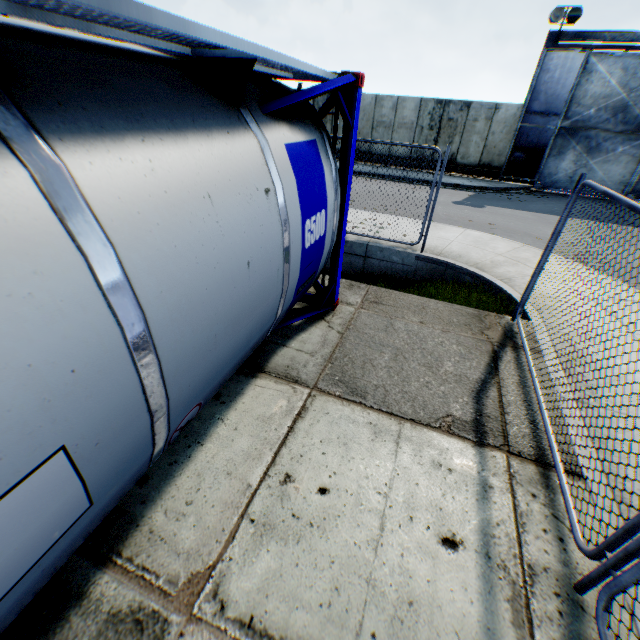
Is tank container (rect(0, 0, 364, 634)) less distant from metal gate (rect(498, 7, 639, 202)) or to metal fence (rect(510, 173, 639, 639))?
metal fence (rect(510, 173, 639, 639))

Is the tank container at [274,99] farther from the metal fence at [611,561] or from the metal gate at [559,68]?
the metal gate at [559,68]

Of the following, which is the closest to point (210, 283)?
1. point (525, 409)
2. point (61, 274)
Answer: point (61, 274)

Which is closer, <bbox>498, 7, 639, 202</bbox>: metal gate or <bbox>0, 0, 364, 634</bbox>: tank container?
<bbox>0, 0, 364, 634</bbox>: tank container

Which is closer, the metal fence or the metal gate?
the metal fence

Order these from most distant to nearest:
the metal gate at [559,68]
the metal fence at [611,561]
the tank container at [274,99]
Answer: the metal gate at [559,68]
the metal fence at [611,561]
the tank container at [274,99]
